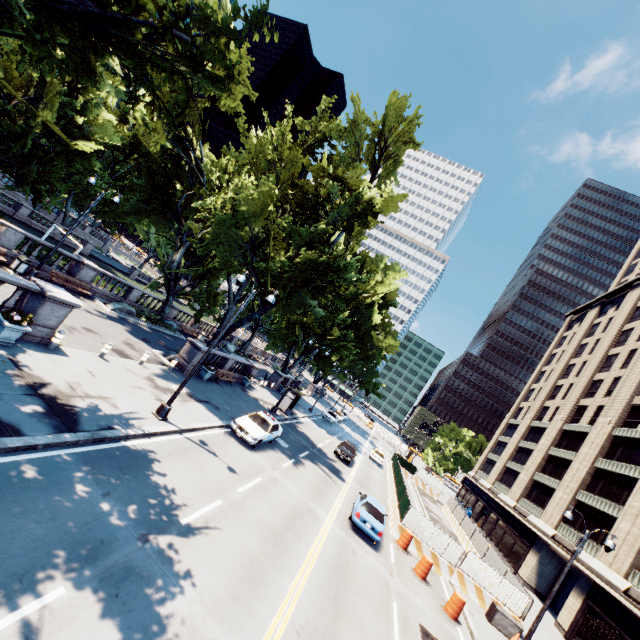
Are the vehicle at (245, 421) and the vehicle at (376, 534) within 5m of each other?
no

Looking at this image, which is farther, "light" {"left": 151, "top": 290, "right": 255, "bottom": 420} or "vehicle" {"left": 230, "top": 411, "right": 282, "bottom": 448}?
"vehicle" {"left": 230, "top": 411, "right": 282, "bottom": 448}

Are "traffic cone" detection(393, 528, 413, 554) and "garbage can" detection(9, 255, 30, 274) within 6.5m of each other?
no

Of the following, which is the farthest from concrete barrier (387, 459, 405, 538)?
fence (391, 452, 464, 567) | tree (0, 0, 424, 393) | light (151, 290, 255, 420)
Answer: light (151, 290, 255, 420)

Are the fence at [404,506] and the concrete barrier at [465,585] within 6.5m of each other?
yes

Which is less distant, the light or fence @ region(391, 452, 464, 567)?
the light

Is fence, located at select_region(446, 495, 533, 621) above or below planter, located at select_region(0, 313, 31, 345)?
above

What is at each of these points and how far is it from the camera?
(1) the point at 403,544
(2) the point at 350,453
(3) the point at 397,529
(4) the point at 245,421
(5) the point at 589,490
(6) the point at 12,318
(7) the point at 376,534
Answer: (1) traffic cone, 19.22m
(2) vehicle, 30.42m
(3) concrete barrier, 20.62m
(4) vehicle, 18.67m
(5) building, 32.28m
(6) plant, 11.23m
(7) vehicle, 16.70m
